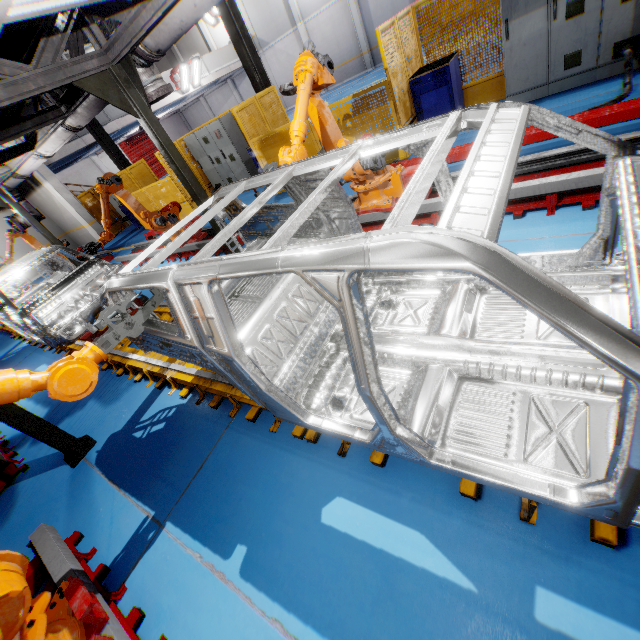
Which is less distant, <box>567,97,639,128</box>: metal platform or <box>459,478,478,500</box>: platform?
<box>459,478,478,500</box>: platform

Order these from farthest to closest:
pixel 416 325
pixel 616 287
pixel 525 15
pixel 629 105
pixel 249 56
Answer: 1. pixel 249 56
2. pixel 525 15
3. pixel 629 105
4. pixel 416 325
5. pixel 616 287

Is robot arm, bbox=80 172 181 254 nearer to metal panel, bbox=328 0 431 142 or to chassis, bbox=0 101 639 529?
chassis, bbox=0 101 639 529

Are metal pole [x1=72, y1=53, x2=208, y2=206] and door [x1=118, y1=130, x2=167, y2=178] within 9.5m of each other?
no

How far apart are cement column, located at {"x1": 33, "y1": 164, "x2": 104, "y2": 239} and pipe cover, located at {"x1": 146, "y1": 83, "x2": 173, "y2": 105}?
13.6 meters

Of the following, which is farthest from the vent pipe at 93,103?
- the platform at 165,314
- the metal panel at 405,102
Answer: the metal panel at 405,102

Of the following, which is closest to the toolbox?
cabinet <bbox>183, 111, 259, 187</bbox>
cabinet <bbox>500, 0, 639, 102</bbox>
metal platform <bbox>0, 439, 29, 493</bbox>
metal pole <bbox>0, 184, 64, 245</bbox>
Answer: cabinet <bbox>500, 0, 639, 102</bbox>

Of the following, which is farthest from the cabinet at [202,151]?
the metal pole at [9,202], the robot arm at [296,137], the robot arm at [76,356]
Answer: the robot arm at [76,356]
